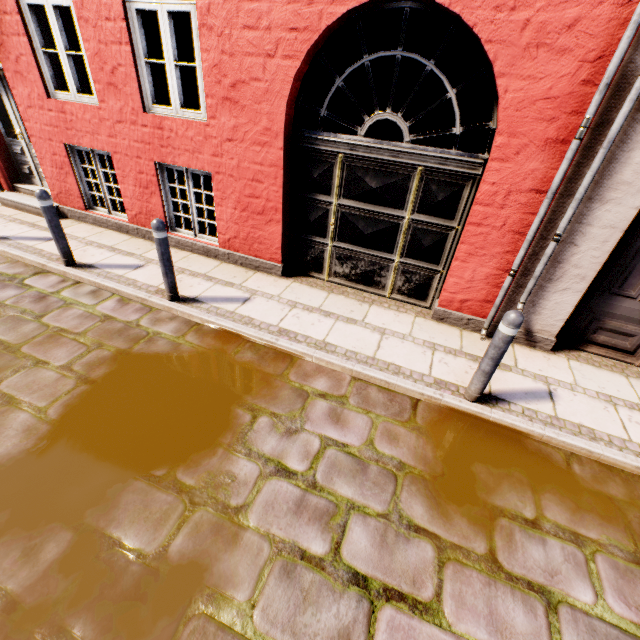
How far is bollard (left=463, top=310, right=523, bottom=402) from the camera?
2.8 meters

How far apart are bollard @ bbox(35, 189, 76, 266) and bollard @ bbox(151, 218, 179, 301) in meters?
1.8

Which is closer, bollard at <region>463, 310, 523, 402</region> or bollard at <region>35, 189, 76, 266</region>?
bollard at <region>463, 310, 523, 402</region>

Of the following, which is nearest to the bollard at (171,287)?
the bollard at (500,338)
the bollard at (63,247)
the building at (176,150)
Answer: the building at (176,150)

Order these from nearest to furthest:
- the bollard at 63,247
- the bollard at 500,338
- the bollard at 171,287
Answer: the bollard at 500,338 → the bollard at 171,287 → the bollard at 63,247

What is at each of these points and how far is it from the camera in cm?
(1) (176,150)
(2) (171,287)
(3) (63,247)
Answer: (1) building, 484
(2) bollard, 432
(3) bollard, 478

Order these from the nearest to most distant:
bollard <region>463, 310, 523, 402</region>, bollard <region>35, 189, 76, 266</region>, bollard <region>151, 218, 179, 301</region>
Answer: bollard <region>463, 310, 523, 402</region> → bollard <region>151, 218, 179, 301</region> → bollard <region>35, 189, 76, 266</region>

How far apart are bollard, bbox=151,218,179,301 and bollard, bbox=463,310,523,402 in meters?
3.9
